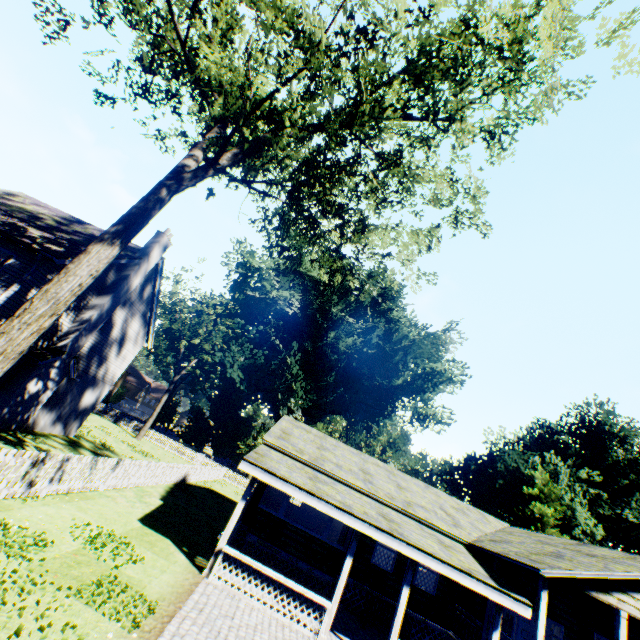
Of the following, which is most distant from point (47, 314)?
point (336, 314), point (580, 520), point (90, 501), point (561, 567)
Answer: point (580, 520)

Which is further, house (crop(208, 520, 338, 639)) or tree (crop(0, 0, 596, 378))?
house (crop(208, 520, 338, 639))

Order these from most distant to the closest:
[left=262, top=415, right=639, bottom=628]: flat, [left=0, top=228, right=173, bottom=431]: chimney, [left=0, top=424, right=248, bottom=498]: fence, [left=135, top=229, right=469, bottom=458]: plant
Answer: [left=135, top=229, right=469, bottom=458]: plant
[left=0, top=228, right=173, bottom=431]: chimney
[left=262, top=415, right=639, bottom=628]: flat
[left=0, top=424, right=248, bottom=498]: fence

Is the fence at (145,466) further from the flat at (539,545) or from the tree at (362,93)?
the flat at (539,545)

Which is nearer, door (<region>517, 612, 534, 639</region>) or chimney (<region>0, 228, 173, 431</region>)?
door (<region>517, 612, 534, 639</region>)

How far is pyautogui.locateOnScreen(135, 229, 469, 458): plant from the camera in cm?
3900

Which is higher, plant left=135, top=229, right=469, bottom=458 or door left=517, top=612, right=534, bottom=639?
plant left=135, top=229, right=469, bottom=458

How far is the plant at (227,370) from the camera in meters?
39.0
